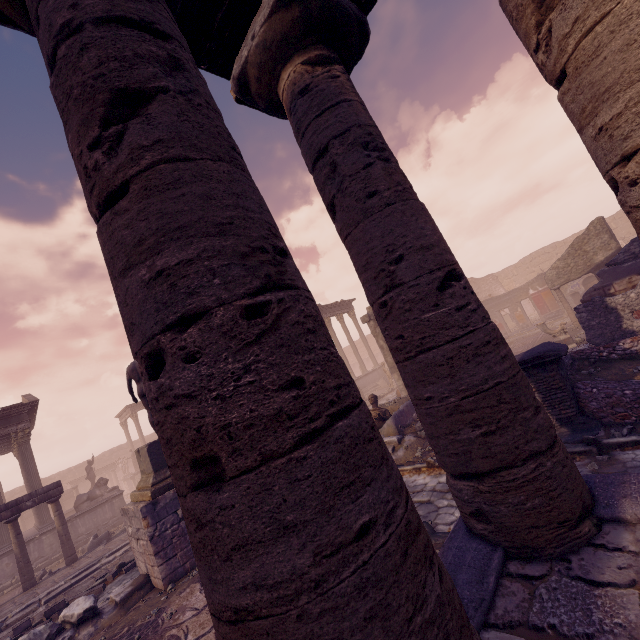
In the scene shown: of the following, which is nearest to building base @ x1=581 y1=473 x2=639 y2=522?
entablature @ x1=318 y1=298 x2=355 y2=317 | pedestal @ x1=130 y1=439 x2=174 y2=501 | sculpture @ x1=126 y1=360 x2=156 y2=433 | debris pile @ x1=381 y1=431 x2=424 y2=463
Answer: debris pile @ x1=381 y1=431 x2=424 y2=463

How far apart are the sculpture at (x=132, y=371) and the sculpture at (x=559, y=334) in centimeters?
1343cm

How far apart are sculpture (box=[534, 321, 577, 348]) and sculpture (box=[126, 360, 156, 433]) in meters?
13.4

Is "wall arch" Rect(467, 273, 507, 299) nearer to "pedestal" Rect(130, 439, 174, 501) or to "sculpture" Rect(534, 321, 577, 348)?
"sculpture" Rect(534, 321, 577, 348)

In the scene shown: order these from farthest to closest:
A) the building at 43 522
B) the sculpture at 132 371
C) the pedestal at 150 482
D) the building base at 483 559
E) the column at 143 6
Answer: the building at 43 522
the sculpture at 132 371
the pedestal at 150 482
the building base at 483 559
the column at 143 6

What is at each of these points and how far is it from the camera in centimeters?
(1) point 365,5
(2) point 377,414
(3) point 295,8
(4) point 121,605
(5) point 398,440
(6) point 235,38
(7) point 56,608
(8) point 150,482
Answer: (1) entablature, 358cm
(2) sculpture, 1080cm
(3) column, 311cm
(4) building debris, 704cm
(5) debris pile, 924cm
(6) entablature, 332cm
(7) stone blocks, 881cm
(8) pedestal, 796cm

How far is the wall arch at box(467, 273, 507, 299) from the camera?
33.3m

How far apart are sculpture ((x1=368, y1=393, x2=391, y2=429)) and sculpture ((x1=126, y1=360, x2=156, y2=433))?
5.67m
